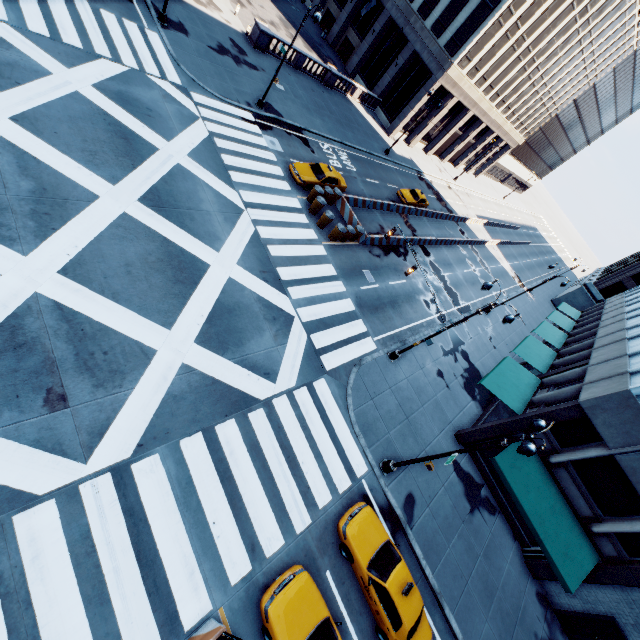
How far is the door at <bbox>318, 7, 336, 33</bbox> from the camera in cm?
4558

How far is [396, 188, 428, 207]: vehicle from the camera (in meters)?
33.34

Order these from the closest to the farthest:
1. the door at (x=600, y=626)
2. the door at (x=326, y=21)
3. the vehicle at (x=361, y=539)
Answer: the vehicle at (x=361, y=539) → the door at (x=600, y=626) → the door at (x=326, y=21)

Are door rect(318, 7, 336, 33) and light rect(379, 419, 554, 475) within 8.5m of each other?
no

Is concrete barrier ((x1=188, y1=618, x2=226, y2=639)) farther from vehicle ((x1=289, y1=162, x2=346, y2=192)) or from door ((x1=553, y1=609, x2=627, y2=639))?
vehicle ((x1=289, y1=162, x2=346, y2=192))

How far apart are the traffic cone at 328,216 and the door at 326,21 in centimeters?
4201cm

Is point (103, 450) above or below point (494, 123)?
below

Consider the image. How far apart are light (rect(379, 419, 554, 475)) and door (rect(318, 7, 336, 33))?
57.2 meters
